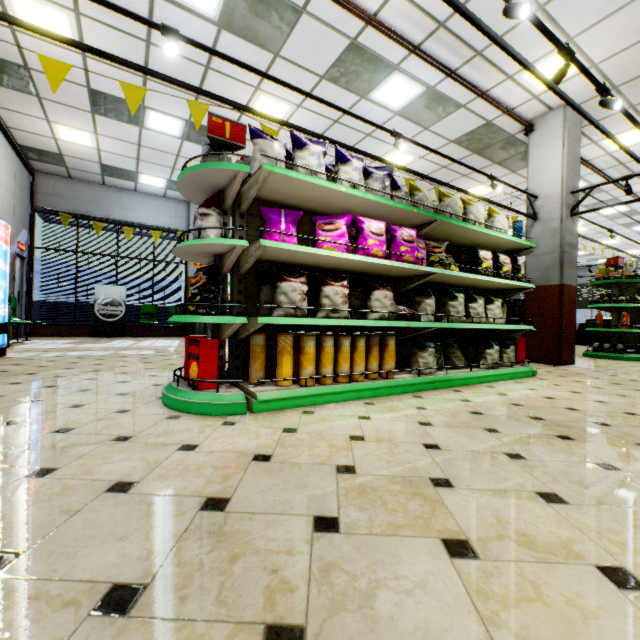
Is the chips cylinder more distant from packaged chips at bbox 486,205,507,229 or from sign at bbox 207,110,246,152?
packaged chips at bbox 486,205,507,229

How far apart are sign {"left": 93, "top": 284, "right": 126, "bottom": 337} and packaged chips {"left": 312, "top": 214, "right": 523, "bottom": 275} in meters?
9.8

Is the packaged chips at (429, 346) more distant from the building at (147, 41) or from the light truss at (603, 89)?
the light truss at (603, 89)

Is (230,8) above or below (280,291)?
above

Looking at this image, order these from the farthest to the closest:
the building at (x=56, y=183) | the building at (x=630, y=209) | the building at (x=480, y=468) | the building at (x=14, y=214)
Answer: the building at (x=630, y=209) < the building at (x=14, y=214) < the building at (x=56, y=183) < the building at (x=480, y=468)

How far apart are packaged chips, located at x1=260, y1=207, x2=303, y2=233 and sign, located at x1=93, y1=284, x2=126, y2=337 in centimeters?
937cm

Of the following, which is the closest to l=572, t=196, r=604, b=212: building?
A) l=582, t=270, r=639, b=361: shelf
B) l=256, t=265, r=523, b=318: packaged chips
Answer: l=582, t=270, r=639, b=361: shelf

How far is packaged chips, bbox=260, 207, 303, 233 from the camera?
2.9m
